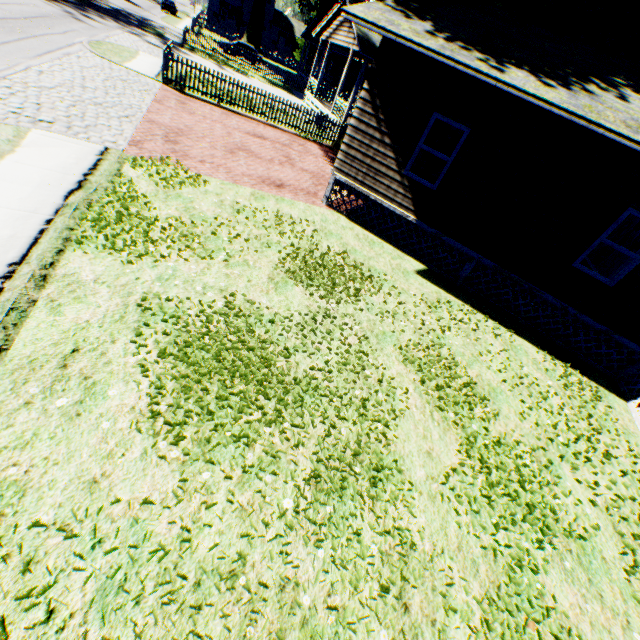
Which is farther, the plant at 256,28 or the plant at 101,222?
the plant at 256,28

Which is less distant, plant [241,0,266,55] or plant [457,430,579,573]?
plant [457,430,579,573]

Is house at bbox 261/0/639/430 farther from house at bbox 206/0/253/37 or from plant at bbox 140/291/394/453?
house at bbox 206/0/253/37

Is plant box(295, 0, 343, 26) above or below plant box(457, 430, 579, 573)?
above

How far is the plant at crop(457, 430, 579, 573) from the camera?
4.1 meters

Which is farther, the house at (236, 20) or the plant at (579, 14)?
the house at (236, 20)

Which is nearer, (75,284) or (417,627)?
(417,627)
